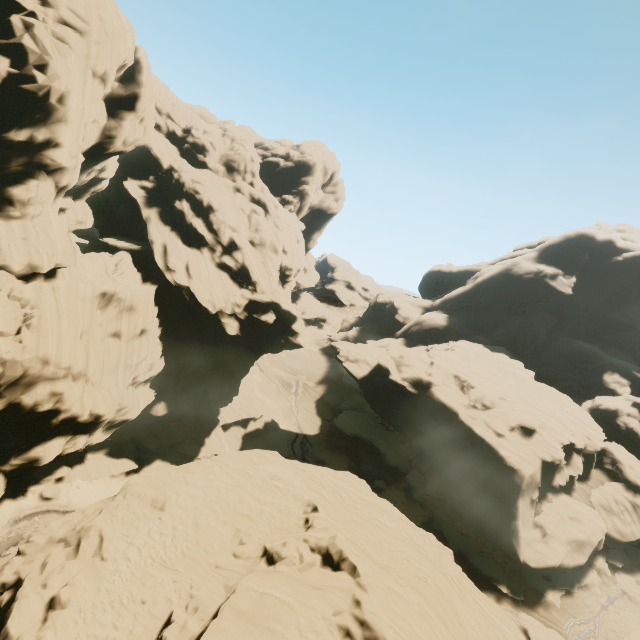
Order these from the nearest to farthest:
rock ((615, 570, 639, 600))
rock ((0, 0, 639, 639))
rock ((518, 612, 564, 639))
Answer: rock ((0, 0, 639, 639))
rock ((518, 612, 564, 639))
rock ((615, 570, 639, 600))

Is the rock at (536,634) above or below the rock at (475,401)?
below

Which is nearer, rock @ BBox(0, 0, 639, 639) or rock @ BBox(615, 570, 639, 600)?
rock @ BBox(0, 0, 639, 639)

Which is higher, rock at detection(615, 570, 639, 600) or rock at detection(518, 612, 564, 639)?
rock at detection(615, 570, 639, 600)

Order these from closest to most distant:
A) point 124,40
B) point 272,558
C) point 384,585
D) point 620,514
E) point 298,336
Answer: point 384,585
point 272,558
point 124,40
point 620,514
point 298,336
